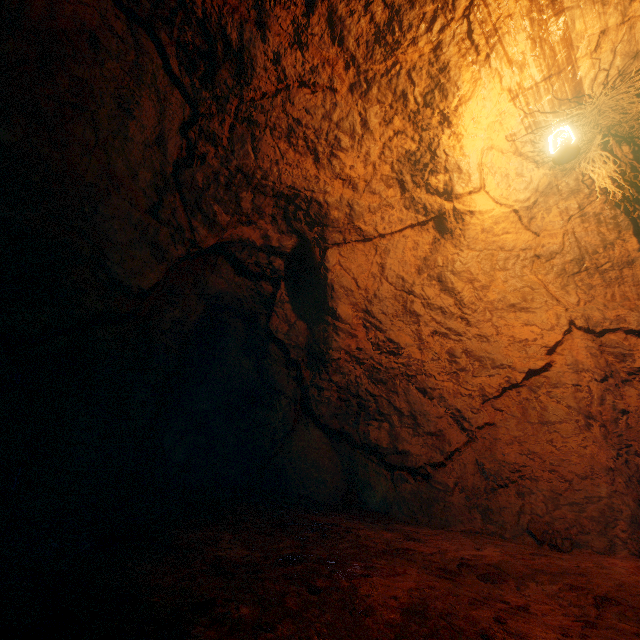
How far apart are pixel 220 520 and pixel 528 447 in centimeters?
348cm
